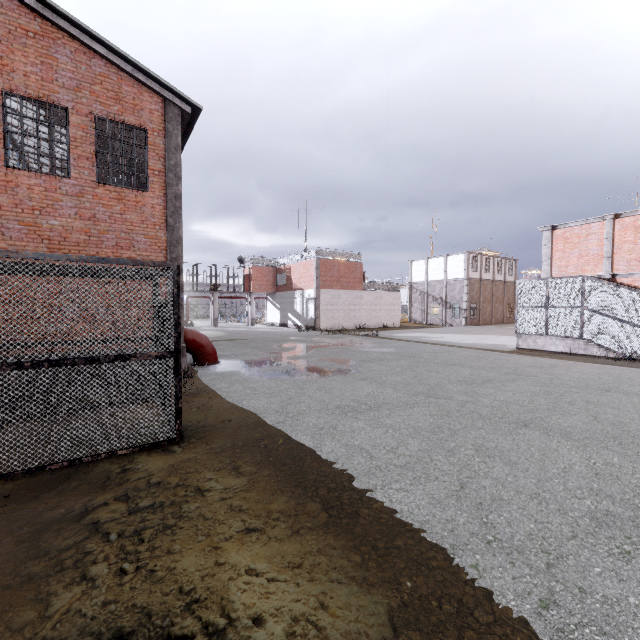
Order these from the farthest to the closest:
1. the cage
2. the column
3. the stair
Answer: the stair → the cage → the column

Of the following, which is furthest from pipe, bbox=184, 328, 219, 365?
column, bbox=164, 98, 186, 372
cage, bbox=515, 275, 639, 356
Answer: cage, bbox=515, 275, 639, 356

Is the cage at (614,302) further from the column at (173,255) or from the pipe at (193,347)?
the column at (173,255)

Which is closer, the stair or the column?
the column

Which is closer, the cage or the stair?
the cage

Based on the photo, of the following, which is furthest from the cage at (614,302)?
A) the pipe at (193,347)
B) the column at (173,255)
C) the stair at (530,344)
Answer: the column at (173,255)

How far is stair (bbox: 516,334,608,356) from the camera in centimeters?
1512cm

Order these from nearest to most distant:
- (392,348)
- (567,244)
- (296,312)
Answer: (392,348)
(567,244)
(296,312)
